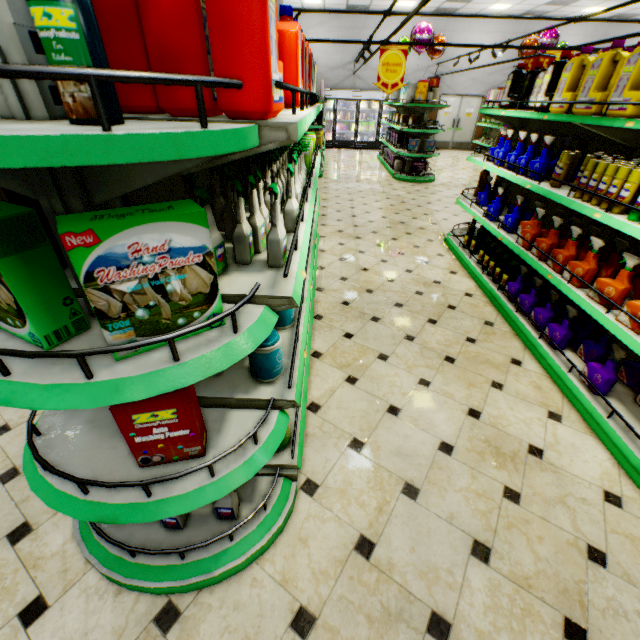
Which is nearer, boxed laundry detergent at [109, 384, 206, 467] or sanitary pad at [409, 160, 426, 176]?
boxed laundry detergent at [109, 384, 206, 467]

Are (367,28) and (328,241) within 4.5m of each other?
no

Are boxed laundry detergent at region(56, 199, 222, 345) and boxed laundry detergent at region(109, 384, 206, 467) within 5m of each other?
yes

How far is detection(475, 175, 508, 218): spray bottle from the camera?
3.98m

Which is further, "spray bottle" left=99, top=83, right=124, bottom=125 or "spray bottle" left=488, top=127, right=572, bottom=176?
"spray bottle" left=488, top=127, right=572, bottom=176

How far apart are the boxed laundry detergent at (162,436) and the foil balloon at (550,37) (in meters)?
13.49

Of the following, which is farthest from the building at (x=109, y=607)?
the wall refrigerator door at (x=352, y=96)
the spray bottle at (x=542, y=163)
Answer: the spray bottle at (x=542, y=163)

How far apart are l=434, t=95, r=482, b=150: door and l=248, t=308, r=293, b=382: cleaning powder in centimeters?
1775cm
